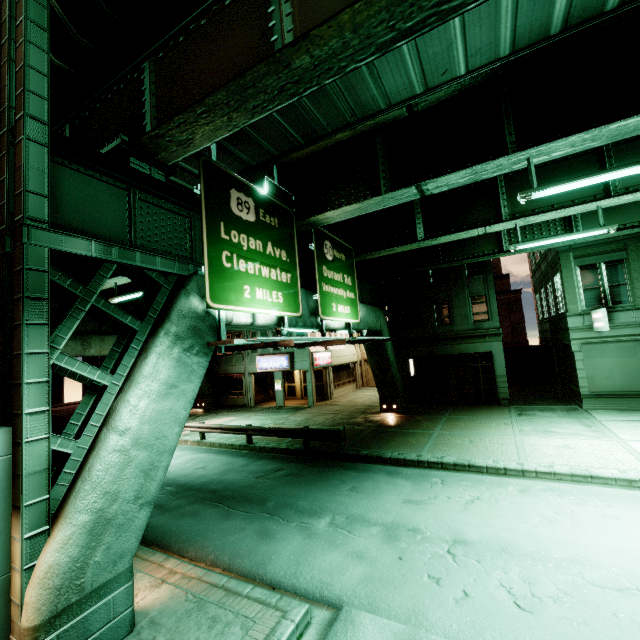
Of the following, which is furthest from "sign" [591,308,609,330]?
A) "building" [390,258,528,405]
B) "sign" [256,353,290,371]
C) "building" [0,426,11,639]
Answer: "building" [0,426,11,639]

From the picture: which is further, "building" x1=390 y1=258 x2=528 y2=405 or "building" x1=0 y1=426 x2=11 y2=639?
"building" x1=390 y1=258 x2=528 y2=405

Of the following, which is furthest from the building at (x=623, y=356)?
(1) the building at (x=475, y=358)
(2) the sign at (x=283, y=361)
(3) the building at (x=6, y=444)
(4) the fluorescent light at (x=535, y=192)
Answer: (3) the building at (x=6, y=444)

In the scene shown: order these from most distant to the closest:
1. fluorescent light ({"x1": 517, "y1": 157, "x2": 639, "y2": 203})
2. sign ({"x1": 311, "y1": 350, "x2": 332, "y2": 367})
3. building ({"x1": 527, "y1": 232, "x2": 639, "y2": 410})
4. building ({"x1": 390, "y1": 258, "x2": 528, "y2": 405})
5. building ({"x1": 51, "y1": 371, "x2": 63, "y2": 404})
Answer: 1. building ({"x1": 51, "y1": 371, "x2": 63, "y2": 404})
2. sign ({"x1": 311, "y1": 350, "x2": 332, "y2": 367})
3. building ({"x1": 390, "y1": 258, "x2": 528, "y2": 405})
4. building ({"x1": 527, "y1": 232, "x2": 639, "y2": 410})
5. fluorescent light ({"x1": 517, "y1": 157, "x2": 639, "y2": 203})

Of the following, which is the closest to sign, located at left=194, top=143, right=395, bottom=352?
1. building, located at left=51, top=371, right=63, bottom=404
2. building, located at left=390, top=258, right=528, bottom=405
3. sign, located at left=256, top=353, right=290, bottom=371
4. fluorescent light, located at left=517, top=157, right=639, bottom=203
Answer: fluorescent light, located at left=517, top=157, right=639, bottom=203

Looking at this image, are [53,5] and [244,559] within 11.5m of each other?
no

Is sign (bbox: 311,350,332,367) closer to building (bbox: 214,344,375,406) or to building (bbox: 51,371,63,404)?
building (bbox: 214,344,375,406)

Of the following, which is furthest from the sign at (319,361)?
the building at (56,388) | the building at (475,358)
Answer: the building at (56,388)
